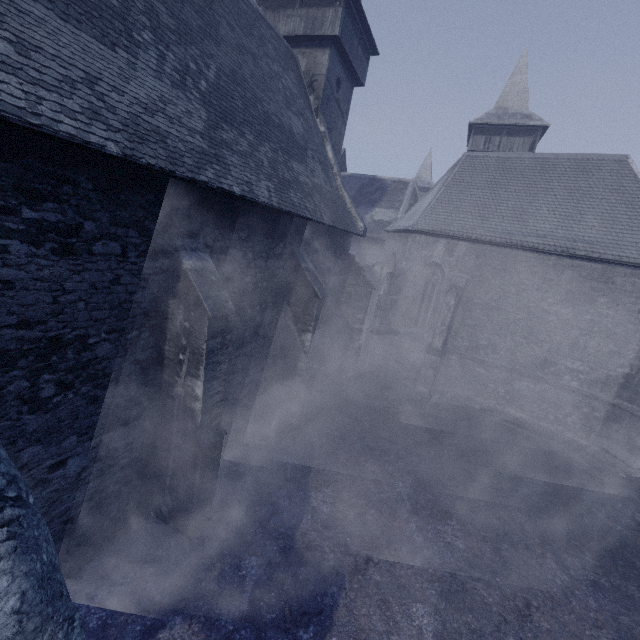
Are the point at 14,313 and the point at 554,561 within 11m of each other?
no
